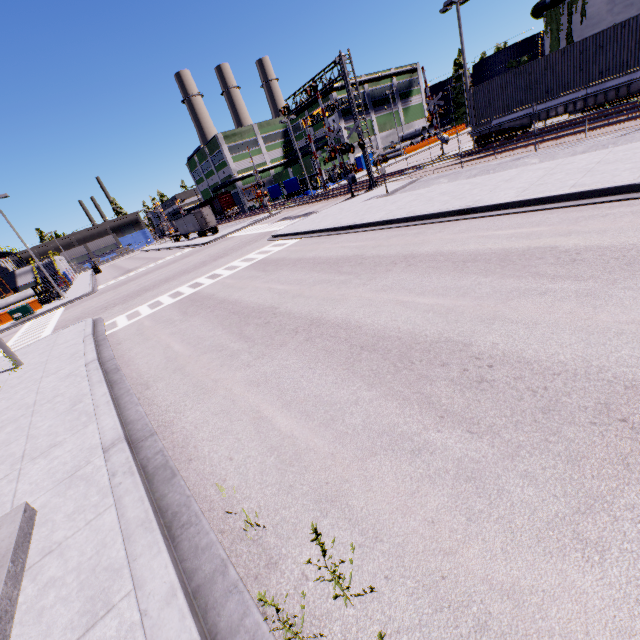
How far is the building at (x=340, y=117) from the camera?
57.3m

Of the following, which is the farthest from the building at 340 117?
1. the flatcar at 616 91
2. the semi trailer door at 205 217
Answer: the semi trailer door at 205 217

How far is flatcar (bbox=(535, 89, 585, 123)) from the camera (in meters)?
18.08

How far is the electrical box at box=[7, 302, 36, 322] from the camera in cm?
2719

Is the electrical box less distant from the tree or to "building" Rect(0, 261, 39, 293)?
"building" Rect(0, 261, 39, 293)

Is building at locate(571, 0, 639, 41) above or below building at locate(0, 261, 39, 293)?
above

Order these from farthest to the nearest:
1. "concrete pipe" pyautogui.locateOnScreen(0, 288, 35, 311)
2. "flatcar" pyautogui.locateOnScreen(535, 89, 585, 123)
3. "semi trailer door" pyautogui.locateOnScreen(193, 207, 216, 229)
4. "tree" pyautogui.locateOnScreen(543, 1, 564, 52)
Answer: "semi trailer door" pyautogui.locateOnScreen(193, 207, 216, 229)
"concrete pipe" pyautogui.locateOnScreen(0, 288, 35, 311)
"tree" pyautogui.locateOnScreen(543, 1, 564, 52)
"flatcar" pyautogui.locateOnScreen(535, 89, 585, 123)

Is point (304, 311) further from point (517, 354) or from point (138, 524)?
point (138, 524)
